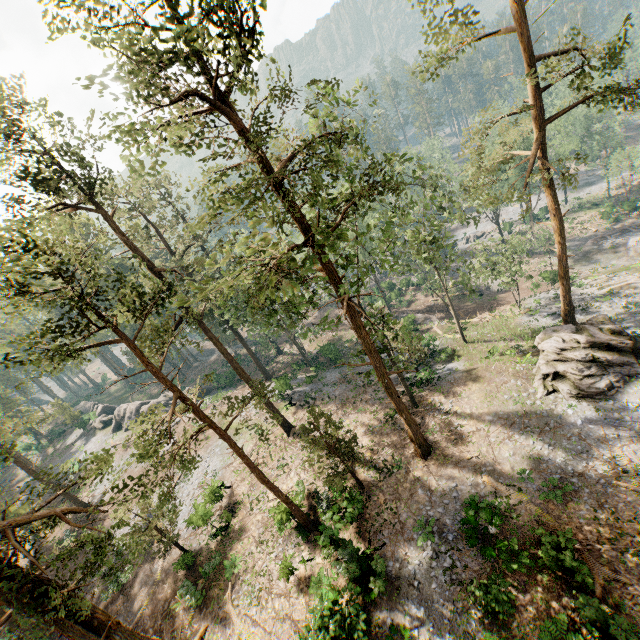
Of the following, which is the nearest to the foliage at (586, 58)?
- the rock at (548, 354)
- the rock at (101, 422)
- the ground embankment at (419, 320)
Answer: the rock at (548, 354)

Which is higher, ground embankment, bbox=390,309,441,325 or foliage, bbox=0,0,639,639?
foliage, bbox=0,0,639,639

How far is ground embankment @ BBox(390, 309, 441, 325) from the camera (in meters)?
41.78

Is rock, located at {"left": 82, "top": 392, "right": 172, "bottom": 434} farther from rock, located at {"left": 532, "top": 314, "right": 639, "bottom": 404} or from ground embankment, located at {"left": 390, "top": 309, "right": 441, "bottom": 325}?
rock, located at {"left": 532, "top": 314, "right": 639, "bottom": 404}

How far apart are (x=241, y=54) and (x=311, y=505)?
25.7 meters

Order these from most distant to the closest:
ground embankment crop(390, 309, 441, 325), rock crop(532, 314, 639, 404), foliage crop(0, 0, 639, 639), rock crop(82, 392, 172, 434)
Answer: rock crop(82, 392, 172, 434), ground embankment crop(390, 309, 441, 325), rock crop(532, 314, 639, 404), foliage crop(0, 0, 639, 639)

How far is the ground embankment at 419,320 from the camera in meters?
41.8 m

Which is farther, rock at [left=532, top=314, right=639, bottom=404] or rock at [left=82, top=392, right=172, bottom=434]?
rock at [left=82, top=392, right=172, bottom=434]
